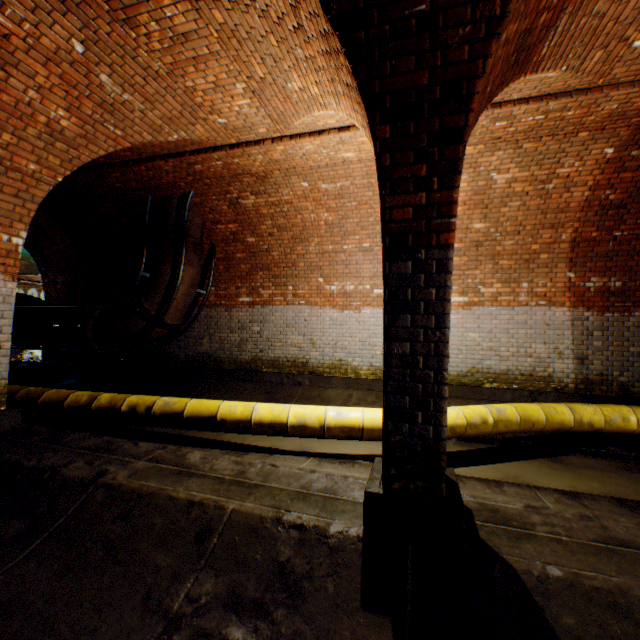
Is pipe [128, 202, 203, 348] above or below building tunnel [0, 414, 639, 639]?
above

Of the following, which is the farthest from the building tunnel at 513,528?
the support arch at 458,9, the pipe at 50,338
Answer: the pipe at 50,338

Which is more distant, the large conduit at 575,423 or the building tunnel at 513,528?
the large conduit at 575,423

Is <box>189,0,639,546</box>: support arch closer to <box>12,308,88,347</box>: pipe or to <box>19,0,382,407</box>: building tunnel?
<box>19,0,382,407</box>: building tunnel

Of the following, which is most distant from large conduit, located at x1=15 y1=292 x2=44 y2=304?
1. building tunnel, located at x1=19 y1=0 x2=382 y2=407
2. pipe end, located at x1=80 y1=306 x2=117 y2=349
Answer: pipe end, located at x1=80 y1=306 x2=117 y2=349

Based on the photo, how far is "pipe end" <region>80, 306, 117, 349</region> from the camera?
7.7m

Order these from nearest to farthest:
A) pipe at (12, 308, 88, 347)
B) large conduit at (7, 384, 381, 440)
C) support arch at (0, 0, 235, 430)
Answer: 1. support arch at (0, 0, 235, 430)
2. large conduit at (7, 384, 381, 440)
3. pipe at (12, 308, 88, 347)

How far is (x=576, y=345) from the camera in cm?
612
